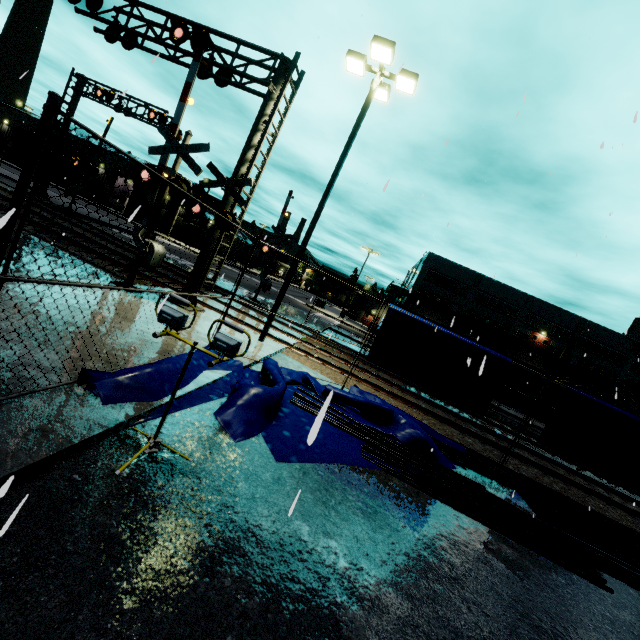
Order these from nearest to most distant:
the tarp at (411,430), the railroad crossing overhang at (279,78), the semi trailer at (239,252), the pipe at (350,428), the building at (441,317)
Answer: the tarp at (411,430) < the pipe at (350,428) < the railroad crossing overhang at (279,78) < the building at (441,317) < the semi trailer at (239,252)

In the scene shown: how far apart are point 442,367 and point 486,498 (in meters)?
3.87

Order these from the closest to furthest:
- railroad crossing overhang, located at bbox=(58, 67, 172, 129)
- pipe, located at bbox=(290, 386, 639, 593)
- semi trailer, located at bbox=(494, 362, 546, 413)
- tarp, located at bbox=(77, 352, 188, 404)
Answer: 1. tarp, located at bbox=(77, 352, 188, 404)
2. pipe, located at bbox=(290, 386, 639, 593)
3. railroad crossing overhang, located at bbox=(58, 67, 172, 129)
4. semi trailer, located at bbox=(494, 362, 546, 413)

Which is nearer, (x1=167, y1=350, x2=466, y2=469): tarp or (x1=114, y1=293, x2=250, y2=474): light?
(x1=114, y1=293, x2=250, y2=474): light

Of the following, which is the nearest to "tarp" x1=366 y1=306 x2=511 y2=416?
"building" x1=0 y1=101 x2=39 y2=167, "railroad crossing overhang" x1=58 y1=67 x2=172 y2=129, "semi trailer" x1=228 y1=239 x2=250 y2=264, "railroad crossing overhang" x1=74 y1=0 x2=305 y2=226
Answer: "building" x1=0 y1=101 x2=39 y2=167

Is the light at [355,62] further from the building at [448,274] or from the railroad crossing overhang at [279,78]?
the building at [448,274]

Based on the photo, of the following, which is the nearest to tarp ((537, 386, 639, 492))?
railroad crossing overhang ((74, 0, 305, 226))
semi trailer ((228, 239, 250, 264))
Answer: semi trailer ((228, 239, 250, 264))

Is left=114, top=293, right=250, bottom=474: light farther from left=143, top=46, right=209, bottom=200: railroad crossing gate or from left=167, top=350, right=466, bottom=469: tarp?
left=143, top=46, right=209, bottom=200: railroad crossing gate
